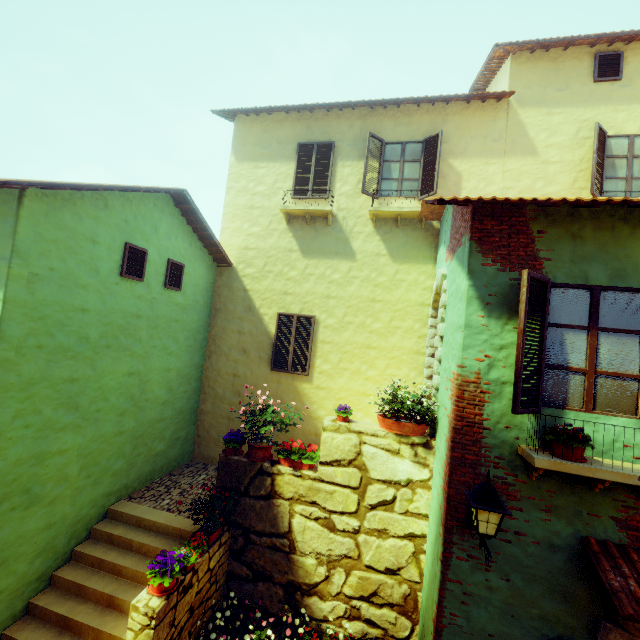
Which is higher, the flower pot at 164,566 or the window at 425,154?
the window at 425,154

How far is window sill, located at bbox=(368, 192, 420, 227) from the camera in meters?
8.1

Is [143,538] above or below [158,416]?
below

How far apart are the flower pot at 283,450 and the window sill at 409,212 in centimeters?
579cm

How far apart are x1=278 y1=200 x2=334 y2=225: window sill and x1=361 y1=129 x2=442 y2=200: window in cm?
87

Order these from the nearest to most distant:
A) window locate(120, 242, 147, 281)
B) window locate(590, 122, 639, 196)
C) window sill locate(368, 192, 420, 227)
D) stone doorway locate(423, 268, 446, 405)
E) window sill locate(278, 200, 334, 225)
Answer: stone doorway locate(423, 268, 446, 405) < window locate(120, 242, 147, 281) < window locate(590, 122, 639, 196) < window sill locate(368, 192, 420, 227) < window sill locate(278, 200, 334, 225)

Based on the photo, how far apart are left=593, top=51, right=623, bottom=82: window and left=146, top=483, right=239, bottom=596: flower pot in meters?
13.0

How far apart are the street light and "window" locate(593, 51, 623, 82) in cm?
982
